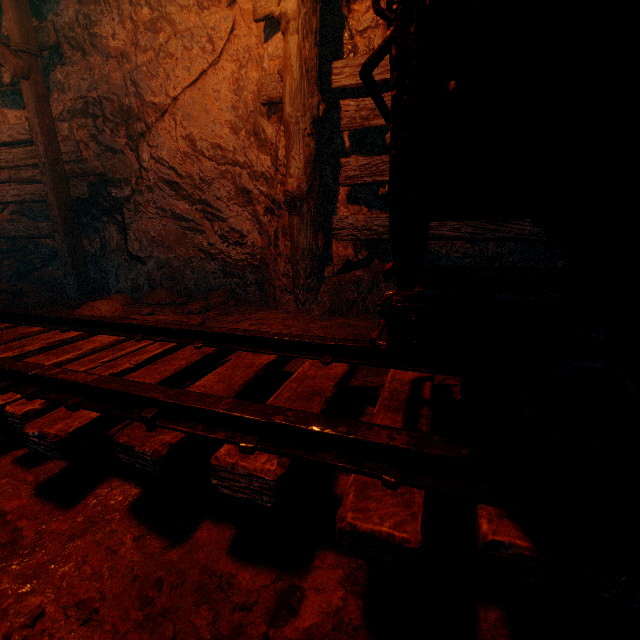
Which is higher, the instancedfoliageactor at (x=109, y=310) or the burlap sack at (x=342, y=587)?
the burlap sack at (x=342, y=587)

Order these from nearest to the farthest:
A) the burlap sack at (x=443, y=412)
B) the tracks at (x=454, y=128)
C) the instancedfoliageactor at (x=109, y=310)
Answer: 1. the tracks at (x=454, y=128)
2. the burlap sack at (x=443, y=412)
3. the instancedfoliageactor at (x=109, y=310)

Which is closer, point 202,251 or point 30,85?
point 30,85

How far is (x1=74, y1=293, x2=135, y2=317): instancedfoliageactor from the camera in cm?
276

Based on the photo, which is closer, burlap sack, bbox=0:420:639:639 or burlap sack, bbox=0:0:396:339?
burlap sack, bbox=0:420:639:639

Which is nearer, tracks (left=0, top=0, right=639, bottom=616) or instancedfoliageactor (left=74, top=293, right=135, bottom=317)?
tracks (left=0, top=0, right=639, bottom=616)

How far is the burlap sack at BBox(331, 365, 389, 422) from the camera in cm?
160

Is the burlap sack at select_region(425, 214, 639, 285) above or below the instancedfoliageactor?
above
